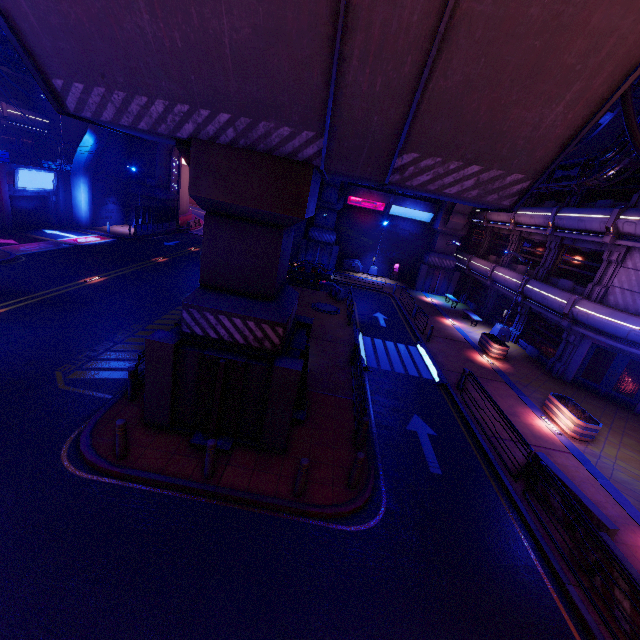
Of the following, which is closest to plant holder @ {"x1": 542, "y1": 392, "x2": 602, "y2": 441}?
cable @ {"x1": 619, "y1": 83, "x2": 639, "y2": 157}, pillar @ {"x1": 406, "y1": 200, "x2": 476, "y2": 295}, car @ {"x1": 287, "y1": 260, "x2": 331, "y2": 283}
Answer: cable @ {"x1": 619, "y1": 83, "x2": 639, "y2": 157}

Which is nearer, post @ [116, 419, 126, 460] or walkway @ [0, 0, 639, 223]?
walkway @ [0, 0, 639, 223]

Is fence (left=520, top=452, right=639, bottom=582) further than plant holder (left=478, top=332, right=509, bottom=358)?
No

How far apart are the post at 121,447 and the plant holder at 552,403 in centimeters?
1559cm

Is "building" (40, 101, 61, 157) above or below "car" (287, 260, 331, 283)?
above

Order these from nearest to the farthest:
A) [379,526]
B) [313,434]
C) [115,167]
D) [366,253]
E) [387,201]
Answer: [379,526] → [313,434] → [115,167] → [387,201] → [366,253]

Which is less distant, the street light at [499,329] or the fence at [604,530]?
the fence at [604,530]

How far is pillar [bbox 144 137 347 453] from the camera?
7.1 meters
